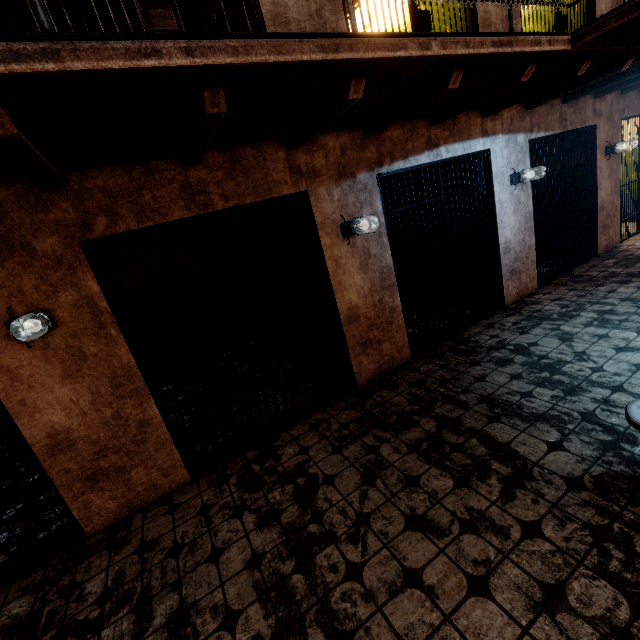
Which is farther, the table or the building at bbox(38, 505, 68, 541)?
the building at bbox(38, 505, 68, 541)

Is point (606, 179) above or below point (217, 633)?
above

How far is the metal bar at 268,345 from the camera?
2.8m

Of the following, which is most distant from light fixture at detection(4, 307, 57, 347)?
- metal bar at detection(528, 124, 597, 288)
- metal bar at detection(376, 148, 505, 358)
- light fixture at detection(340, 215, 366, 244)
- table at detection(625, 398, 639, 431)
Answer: metal bar at detection(528, 124, 597, 288)

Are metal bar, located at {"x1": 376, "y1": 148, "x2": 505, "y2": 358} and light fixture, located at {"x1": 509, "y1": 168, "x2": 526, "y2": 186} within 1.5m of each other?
yes

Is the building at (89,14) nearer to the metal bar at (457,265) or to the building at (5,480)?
the building at (5,480)

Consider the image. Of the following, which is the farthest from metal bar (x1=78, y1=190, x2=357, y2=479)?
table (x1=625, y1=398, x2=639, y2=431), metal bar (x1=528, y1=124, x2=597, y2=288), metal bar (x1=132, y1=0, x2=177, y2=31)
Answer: metal bar (x1=528, y1=124, x2=597, y2=288)

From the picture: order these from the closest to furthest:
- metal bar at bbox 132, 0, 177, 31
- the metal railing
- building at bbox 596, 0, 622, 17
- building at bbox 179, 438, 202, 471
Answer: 1. the metal railing
2. metal bar at bbox 132, 0, 177, 31
3. building at bbox 179, 438, 202, 471
4. building at bbox 596, 0, 622, 17
